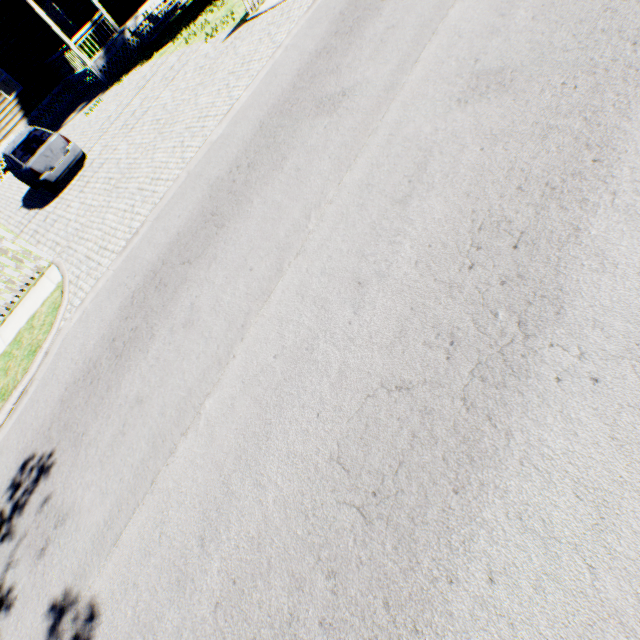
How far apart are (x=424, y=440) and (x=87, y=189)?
12.7m

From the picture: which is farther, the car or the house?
the house

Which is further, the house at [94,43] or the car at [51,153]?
the house at [94,43]
